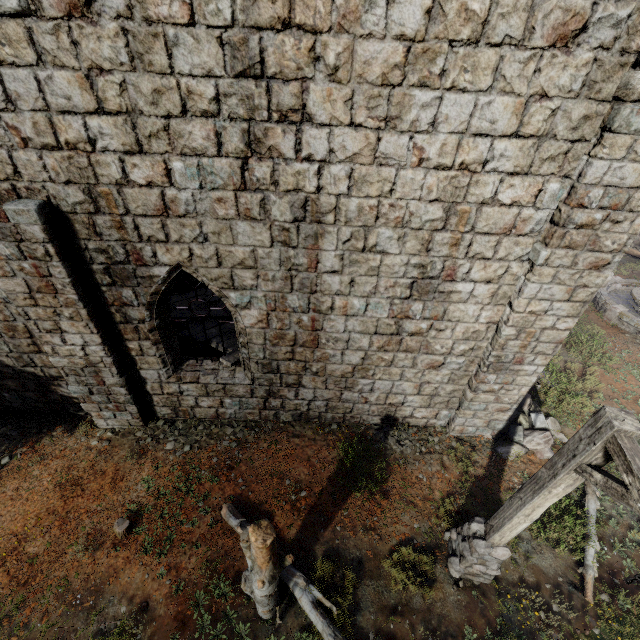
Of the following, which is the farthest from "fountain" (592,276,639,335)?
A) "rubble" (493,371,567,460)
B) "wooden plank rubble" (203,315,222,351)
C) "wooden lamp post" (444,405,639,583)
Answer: "wooden plank rubble" (203,315,222,351)

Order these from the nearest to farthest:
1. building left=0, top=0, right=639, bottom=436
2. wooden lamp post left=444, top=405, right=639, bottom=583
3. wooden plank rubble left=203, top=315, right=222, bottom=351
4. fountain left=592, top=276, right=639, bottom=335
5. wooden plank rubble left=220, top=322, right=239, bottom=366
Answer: wooden lamp post left=444, top=405, right=639, bottom=583, building left=0, top=0, right=639, bottom=436, wooden plank rubble left=220, top=322, right=239, bottom=366, wooden plank rubble left=203, top=315, right=222, bottom=351, fountain left=592, top=276, right=639, bottom=335

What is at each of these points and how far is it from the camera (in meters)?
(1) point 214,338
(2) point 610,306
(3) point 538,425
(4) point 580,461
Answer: (1) wooden plank rubble, 8.59
(2) fountain, 12.42
(3) rubble, 8.52
(4) wooden lamp post, 3.79

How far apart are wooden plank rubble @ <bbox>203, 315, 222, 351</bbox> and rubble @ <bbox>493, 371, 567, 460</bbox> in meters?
6.1

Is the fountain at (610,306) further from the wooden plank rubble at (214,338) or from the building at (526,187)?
the wooden plank rubble at (214,338)

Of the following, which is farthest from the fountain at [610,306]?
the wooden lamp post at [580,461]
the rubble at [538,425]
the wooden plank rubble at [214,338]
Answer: the wooden plank rubble at [214,338]

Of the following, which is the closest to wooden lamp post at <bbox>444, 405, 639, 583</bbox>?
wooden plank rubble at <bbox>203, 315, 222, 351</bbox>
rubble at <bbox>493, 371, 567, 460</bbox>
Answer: rubble at <bbox>493, 371, 567, 460</bbox>
